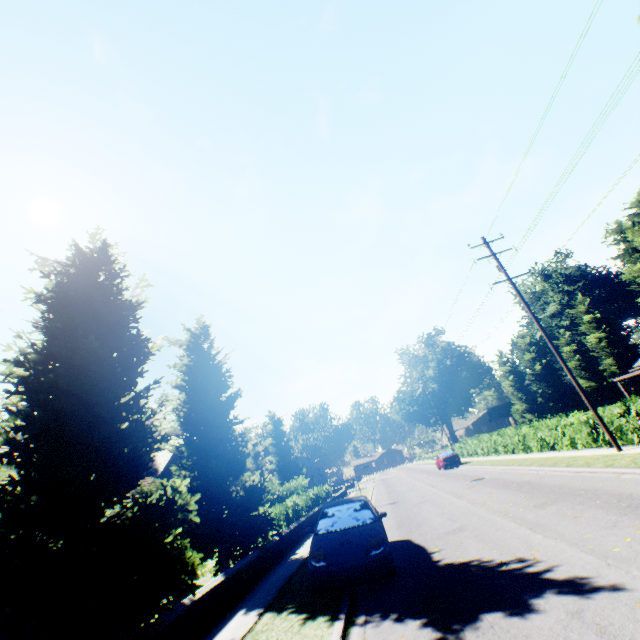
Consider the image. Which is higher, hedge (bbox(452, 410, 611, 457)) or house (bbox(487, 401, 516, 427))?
house (bbox(487, 401, 516, 427))

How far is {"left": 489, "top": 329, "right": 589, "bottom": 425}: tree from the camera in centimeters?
4334cm

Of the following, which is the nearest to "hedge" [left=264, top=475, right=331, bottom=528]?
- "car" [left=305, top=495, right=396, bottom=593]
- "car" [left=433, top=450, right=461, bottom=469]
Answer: "car" [left=433, top=450, right=461, bottom=469]

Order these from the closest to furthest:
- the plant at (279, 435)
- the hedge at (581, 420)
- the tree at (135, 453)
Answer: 1. the tree at (135, 453)
2. the hedge at (581, 420)
3. the plant at (279, 435)

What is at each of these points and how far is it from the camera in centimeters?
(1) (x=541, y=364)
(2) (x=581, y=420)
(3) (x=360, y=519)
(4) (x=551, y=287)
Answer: (1) tree, 4522cm
(2) hedge, 1639cm
(3) car, 834cm
(4) plant, 5600cm

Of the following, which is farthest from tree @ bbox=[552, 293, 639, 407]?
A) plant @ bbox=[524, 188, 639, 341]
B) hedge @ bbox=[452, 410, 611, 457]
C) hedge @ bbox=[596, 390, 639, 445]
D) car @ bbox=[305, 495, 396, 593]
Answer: hedge @ bbox=[596, 390, 639, 445]

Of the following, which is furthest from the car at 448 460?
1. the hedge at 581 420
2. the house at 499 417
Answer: the house at 499 417

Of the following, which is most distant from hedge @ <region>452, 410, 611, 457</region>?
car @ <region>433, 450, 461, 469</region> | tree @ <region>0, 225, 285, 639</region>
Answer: car @ <region>433, 450, 461, 469</region>
